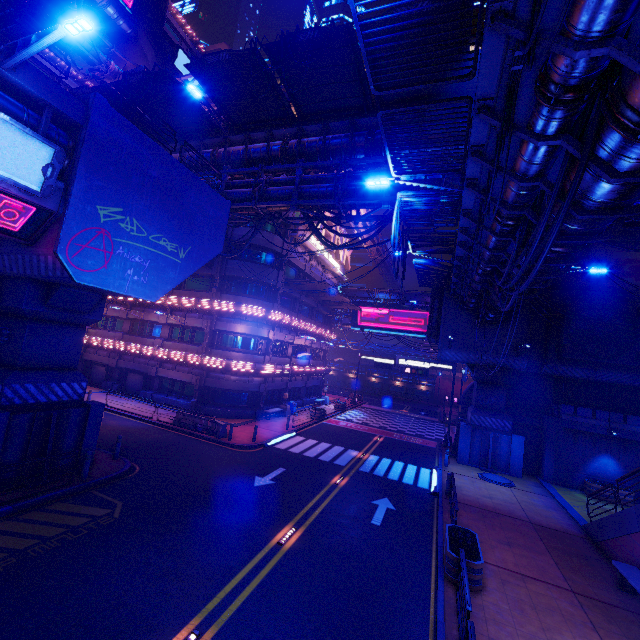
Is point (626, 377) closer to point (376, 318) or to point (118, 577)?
point (376, 318)

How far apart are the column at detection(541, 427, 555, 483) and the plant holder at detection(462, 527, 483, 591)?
13.7m

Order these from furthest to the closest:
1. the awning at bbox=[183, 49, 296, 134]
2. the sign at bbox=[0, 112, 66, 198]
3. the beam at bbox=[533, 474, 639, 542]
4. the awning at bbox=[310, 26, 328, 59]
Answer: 1. the awning at bbox=[183, 49, 296, 134]
2. the awning at bbox=[310, 26, 328, 59]
3. the beam at bbox=[533, 474, 639, 542]
4. the sign at bbox=[0, 112, 66, 198]

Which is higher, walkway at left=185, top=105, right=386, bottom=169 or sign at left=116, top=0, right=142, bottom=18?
sign at left=116, top=0, right=142, bottom=18

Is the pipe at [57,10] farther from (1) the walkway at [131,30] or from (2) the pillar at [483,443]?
(1) the walkway at [131,30]

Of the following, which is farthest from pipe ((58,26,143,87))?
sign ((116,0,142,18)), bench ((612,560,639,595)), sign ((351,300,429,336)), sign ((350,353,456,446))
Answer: sign ((116,0,142,18))

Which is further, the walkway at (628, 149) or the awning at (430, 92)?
the awning at (430, 92)

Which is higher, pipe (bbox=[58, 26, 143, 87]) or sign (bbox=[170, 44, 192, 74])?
sign (bbox=[170, 44, 192, 74])
